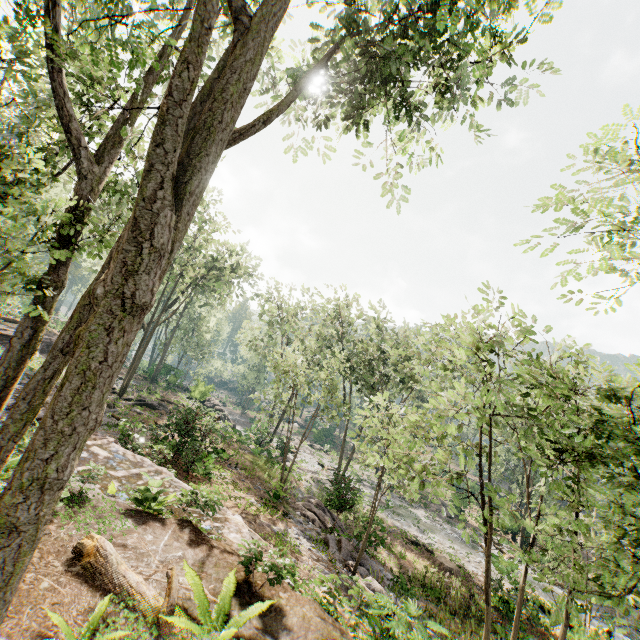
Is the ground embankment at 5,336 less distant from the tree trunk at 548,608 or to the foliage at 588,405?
the foliage at 588,405

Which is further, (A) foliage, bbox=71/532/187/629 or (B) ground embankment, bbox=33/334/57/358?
(B) ground embankment, bbox=33/334/57/358

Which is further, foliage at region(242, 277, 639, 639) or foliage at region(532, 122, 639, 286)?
foliage at region(532, 122, 639, 286)

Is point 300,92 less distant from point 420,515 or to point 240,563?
point 240,563

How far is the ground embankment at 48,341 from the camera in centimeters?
3181cm

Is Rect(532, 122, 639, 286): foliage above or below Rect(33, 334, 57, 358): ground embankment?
above

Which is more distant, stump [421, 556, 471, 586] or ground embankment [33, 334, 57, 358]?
ground embankment [33, 334, 57, 358]

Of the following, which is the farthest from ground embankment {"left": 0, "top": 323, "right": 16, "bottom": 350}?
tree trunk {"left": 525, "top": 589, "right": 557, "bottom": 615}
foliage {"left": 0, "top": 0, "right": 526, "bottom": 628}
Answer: tree trunk {"left": 525, "top": 589, "right": 557, "bottom": 615}
